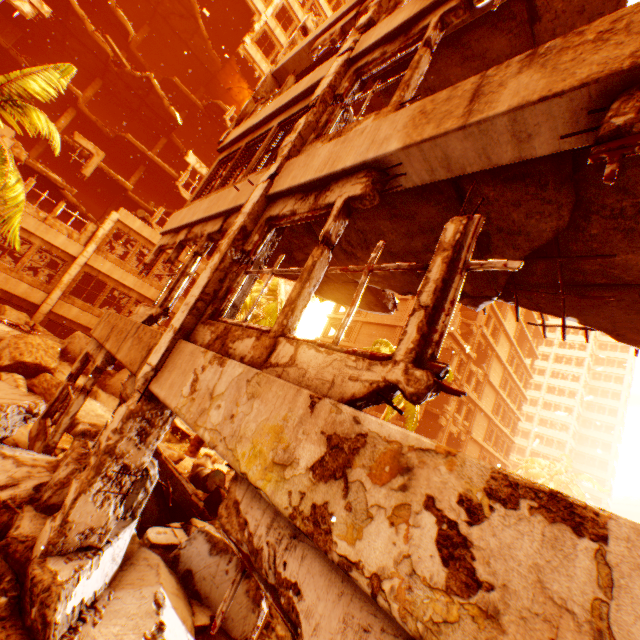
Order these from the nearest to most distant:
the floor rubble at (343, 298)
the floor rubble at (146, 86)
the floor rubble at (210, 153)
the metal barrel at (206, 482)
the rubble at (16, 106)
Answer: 1. the floor rubble at (343, 298)
2. the rubble at (16, 106)
3. the metal barrel at (206, 482)
4. the floor rubble at (146, 86)
5. the floor rubble at (210, 153)

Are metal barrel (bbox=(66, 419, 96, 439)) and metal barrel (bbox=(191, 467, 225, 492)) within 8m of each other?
yes

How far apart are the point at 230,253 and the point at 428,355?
3.3 meters

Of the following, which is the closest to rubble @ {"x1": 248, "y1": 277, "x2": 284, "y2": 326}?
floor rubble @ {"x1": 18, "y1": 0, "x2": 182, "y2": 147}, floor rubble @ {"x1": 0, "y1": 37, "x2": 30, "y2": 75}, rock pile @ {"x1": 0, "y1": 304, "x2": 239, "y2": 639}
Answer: rock pile @ {"x1": 0, "y1": 304, "x2": 239, "y2": 639}

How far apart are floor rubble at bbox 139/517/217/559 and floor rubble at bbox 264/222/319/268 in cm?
558

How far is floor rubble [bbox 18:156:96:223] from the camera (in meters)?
16.06

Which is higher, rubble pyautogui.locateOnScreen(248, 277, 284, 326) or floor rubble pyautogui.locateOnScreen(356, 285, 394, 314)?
rubble pyautogui.locateOnScreen(248, 277, 284, 326)

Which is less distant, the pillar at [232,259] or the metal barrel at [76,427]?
the pillar at [232,259]
